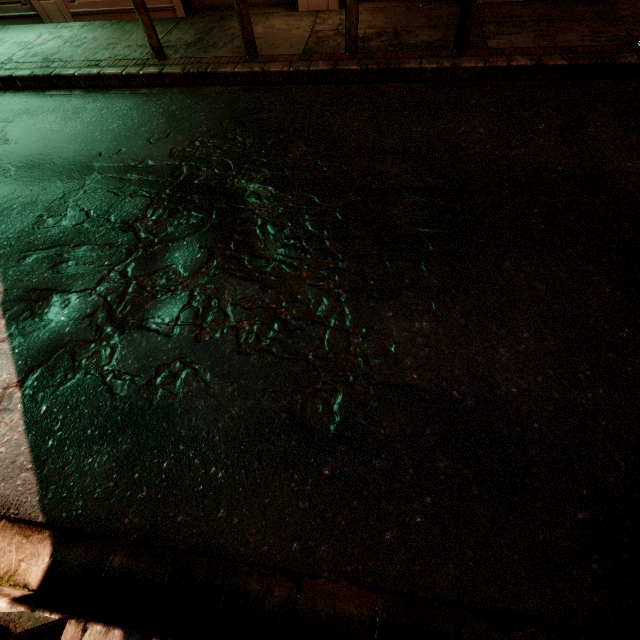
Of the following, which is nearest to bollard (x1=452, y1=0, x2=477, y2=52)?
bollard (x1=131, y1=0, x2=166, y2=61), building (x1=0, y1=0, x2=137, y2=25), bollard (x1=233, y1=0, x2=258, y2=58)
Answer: building (x1=0, y1=0, x2=137, y2=25)

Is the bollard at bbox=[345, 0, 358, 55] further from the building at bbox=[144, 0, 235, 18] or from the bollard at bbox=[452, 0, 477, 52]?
the building at bbox=[144, 0, 235, 18]

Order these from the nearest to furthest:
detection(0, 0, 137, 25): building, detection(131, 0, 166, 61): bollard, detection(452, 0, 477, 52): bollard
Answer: detection(452, 0, 477, 52): bollard
detection(131, 0, 166, 61): bollard
detection(0, 0, 137, 25): building

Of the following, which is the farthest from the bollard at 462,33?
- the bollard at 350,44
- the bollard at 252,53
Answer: the bollard at 252,53

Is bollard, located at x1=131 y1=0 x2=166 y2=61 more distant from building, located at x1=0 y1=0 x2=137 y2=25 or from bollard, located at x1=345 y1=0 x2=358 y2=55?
bollard, located at x1=345 y1=0 x2=358 y2=55

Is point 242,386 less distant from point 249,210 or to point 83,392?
point 83,392

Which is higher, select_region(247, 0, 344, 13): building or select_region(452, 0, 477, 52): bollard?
select_region(452, 0, 477, 52): bollard

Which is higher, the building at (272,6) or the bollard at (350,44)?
the bollard at (350,44)
